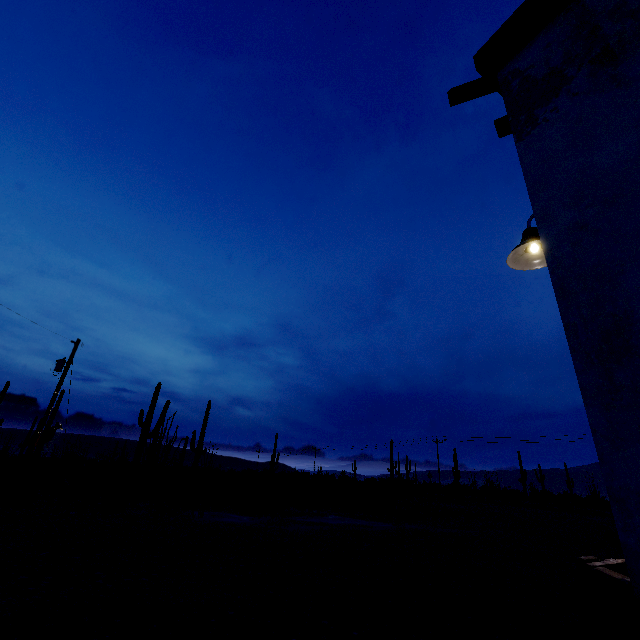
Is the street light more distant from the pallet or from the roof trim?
the pallet

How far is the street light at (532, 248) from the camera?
2.8m

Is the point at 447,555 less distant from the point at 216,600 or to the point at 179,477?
the point at 216,600

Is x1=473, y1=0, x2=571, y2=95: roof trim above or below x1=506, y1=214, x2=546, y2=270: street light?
above

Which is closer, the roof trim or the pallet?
the pallet

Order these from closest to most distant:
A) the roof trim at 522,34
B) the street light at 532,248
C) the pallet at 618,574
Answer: the pallet at 618,574 < the roof trim at 522,34 < the street light at 532,248
